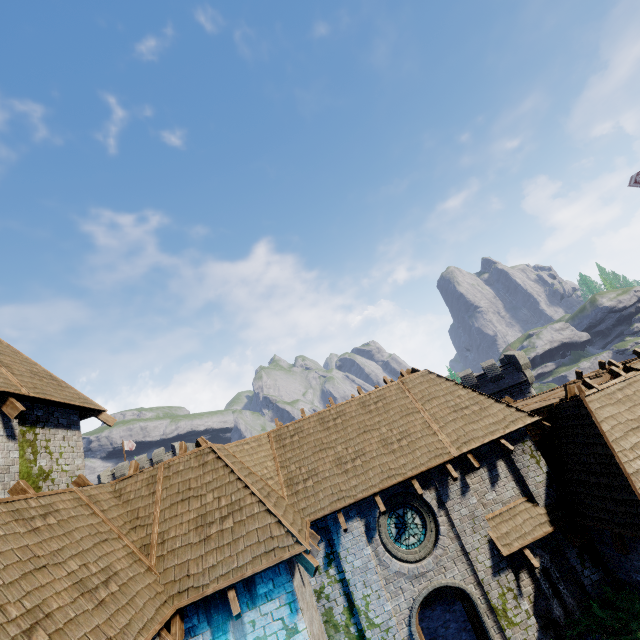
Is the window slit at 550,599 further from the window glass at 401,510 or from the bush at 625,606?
the window glass at 401,510

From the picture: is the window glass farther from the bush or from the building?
the bush

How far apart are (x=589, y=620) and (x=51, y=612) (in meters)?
13.13

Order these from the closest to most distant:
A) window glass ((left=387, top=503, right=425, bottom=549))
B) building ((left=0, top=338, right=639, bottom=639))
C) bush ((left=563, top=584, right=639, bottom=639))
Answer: building ((left=0, top=338, right=639, bottom=639)), bush ((left=563, top=584, right=639, bottom=639)), window glass ((left=387, top=503, right=425, bottom=549))

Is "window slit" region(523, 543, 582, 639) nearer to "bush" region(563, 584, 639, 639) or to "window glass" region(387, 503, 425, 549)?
"bush" region(563, 584, 639, 639)

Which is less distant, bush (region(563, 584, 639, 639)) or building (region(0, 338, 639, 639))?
building (region(0, 338, 639, 639))

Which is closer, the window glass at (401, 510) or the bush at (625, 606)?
the bush at (625, 606)
